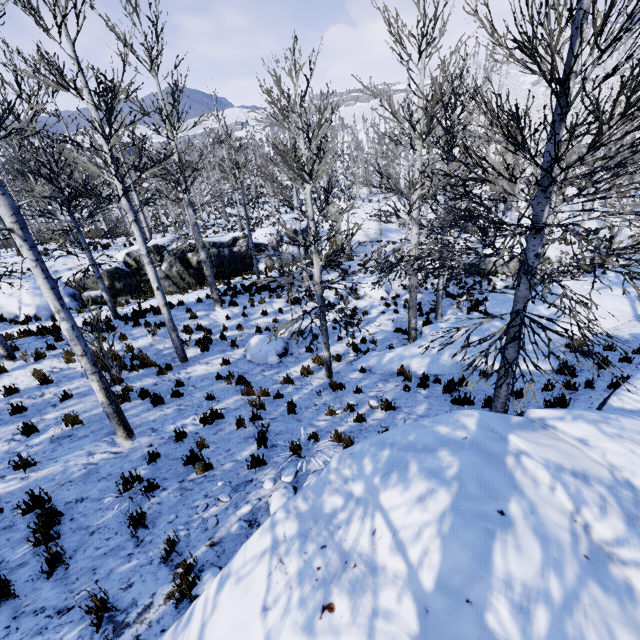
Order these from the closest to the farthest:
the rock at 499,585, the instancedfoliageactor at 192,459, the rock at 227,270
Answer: the rock at 499,585 → the instancedfoliageactor at 192,459 → the rock at 227,270

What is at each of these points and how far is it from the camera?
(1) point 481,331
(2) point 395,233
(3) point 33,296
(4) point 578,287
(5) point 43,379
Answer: (1) rock, 11.67m
(2) rock, 32.59m
(3) rock, 13.97m
(4) rock, 15.27m
(5) instancedfoliageactor, 8.27m

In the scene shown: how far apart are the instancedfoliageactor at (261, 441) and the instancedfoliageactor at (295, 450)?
0.35m

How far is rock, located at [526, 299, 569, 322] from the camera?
12.1 meters

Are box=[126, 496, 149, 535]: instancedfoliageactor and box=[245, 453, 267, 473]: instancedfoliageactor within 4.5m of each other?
yes

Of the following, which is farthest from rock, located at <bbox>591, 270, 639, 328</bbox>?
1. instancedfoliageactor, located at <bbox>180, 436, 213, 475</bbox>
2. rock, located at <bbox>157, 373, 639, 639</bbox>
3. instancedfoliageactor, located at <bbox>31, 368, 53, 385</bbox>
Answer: instancedfoliageactor, located at <bbox>31, 368, 53, 385</bbox>

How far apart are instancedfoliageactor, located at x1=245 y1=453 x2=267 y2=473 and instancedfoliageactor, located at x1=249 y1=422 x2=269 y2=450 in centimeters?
35cm

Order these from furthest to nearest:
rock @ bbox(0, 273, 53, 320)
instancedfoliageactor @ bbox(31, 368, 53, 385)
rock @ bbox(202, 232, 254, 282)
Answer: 1. rock @ bbox(202, 232, 254, 282)
2. rock @ bbox(0, 273, 53, 320)
3. instancedfoliageactor @ bbox(31, 368, 53, 385)
